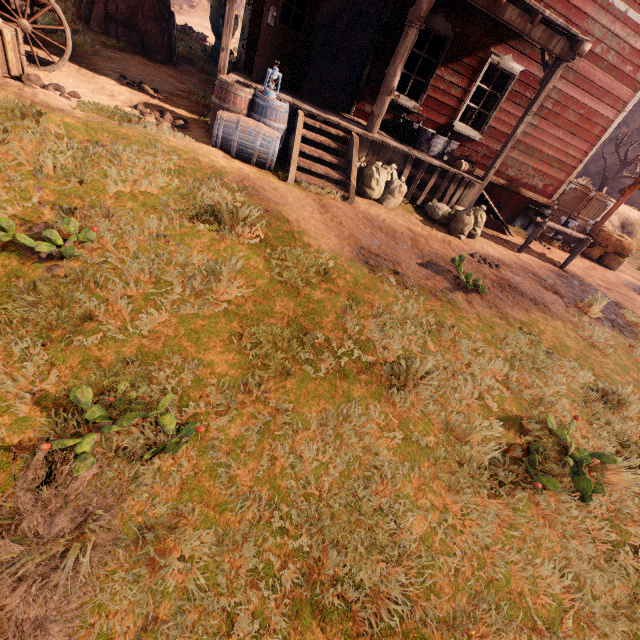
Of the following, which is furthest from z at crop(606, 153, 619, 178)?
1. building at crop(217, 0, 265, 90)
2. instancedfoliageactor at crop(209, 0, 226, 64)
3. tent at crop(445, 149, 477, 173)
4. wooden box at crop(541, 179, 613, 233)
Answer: wooden box at crop(541, 179, 613, 233)

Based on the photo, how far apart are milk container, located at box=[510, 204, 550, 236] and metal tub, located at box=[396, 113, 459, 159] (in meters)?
4.03

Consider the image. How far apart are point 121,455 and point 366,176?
6.3 meters

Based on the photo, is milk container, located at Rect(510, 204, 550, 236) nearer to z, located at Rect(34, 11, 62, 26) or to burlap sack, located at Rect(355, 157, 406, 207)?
z, located at Rect(34, 11, 62, 26)

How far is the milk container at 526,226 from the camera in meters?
9.9 m

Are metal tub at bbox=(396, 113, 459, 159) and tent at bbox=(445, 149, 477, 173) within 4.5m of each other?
yes

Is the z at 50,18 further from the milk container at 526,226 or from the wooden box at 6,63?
the milk container at 526,226

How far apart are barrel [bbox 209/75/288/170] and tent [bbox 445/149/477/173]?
4.1 meters
